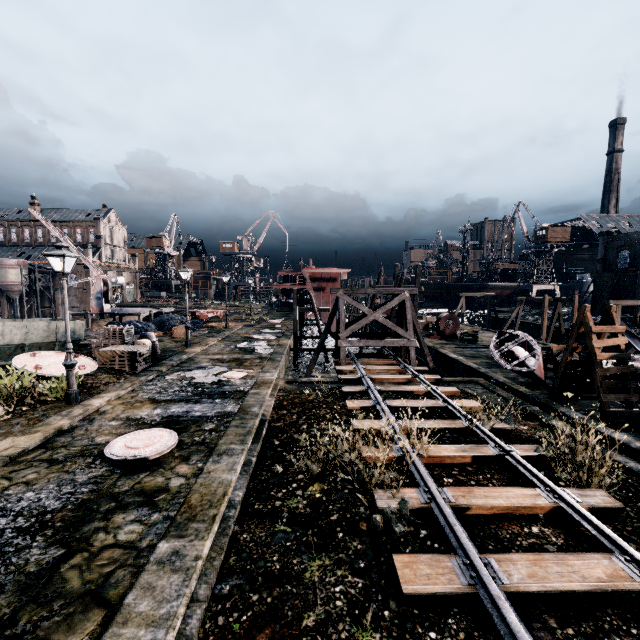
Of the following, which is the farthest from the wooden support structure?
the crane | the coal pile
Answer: the crane

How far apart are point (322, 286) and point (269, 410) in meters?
28.7

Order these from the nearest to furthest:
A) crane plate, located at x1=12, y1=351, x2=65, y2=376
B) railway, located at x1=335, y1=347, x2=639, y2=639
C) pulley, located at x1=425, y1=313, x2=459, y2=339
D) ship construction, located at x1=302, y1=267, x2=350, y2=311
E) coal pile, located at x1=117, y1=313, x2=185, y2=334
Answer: railway, located at x1=335, y1=347, x2=639, y2=639 < crane plate, located at x1=12, y1=351, x2=65, y2=376 < coal pile, located at x1=117, y1=313, x2=185, y2=334 < pulley, located at x1=425, y1=313, x2=459, y2=339 < ship construction, located at x1=302, y1=267, x2=350, y2=311

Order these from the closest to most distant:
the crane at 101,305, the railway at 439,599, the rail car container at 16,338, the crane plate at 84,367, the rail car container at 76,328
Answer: the railway at 439,599 < the crane plate at 84,367 < the rail car container at 16,338 < the rail car container at 76,328 < the crane at 101,305

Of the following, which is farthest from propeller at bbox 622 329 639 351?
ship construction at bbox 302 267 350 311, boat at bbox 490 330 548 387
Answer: ship construction at bbox 302 267 350 311

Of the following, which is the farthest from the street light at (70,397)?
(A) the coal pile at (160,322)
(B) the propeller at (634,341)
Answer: (B) the propeller at (634,341)

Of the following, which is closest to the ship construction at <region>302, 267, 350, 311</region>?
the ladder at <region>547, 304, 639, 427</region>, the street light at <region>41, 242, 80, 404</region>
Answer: the ladder at <region>547, 304, 639, 427</region>

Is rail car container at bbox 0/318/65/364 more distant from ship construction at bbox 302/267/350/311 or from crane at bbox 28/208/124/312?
ship construction at bbox 302/267/350/311
